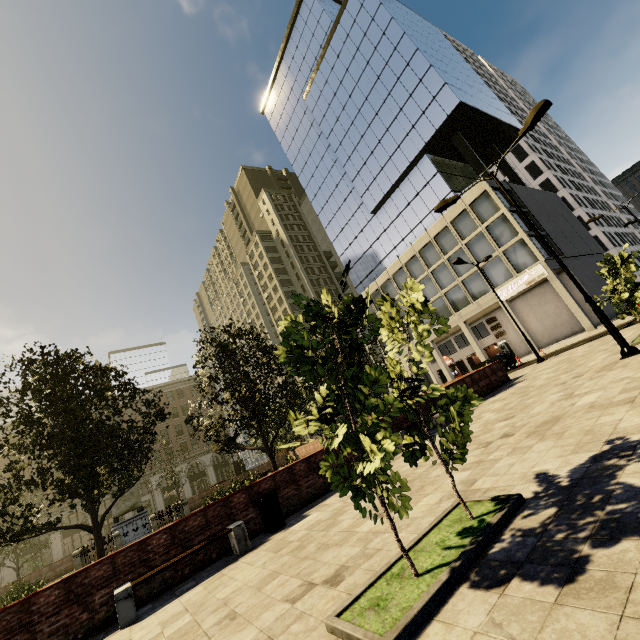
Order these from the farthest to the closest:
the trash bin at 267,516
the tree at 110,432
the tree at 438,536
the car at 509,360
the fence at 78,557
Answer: the car at 509,360 → the fence at 78,557 → the tree at 110,432 → the trash bin at 267,516 → the tree at 438,536

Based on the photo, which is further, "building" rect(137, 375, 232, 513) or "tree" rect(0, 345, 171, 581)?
"building" rect(137, 375, 232, 513)

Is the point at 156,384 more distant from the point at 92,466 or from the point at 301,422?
the point at 301,422

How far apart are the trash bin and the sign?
30.18m

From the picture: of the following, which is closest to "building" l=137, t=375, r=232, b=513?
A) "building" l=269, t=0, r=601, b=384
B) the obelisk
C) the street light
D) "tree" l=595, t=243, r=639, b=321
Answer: "tree" l=595, t=243, r=639, b=321

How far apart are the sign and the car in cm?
728

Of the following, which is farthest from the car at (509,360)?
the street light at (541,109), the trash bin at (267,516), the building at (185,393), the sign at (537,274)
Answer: the building at (185,393)

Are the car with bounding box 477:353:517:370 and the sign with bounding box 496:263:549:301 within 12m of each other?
yes
